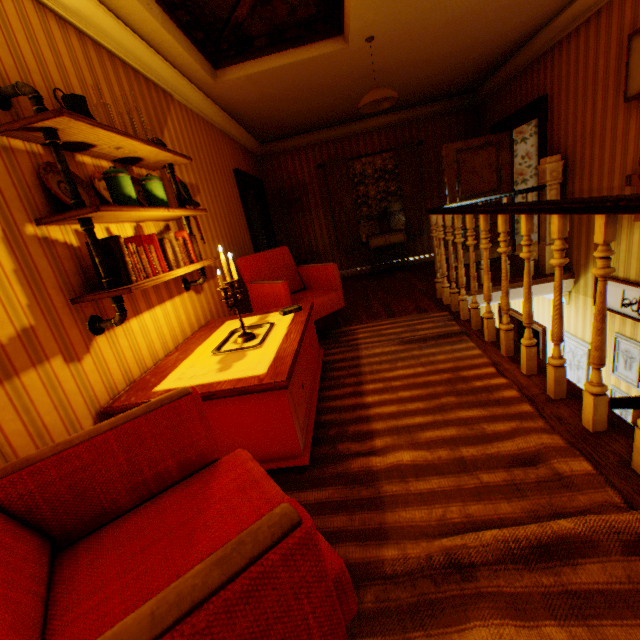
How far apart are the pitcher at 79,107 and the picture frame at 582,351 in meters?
5.9 m

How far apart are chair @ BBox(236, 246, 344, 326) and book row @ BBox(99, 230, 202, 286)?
0.9 meters

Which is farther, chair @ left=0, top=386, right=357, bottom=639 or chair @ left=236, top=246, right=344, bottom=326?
chair @ left=236, top=246, right=344, bottom=326

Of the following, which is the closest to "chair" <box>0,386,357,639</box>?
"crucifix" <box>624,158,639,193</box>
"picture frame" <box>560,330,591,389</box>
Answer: "crucifix" <box>624,158,639,193</box>

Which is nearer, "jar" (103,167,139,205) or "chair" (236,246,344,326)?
"jar" (103,167,139,205)

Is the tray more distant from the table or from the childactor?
the childactor

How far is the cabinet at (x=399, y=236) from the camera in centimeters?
684cm

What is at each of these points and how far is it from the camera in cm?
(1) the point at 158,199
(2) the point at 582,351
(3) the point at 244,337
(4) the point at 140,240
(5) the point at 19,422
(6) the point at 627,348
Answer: (1) jar, 234
(2) picture frame, 466
(3) candle holder, 243
(4) book row, 206
(5) building, 142
(6) picture frame, 386
